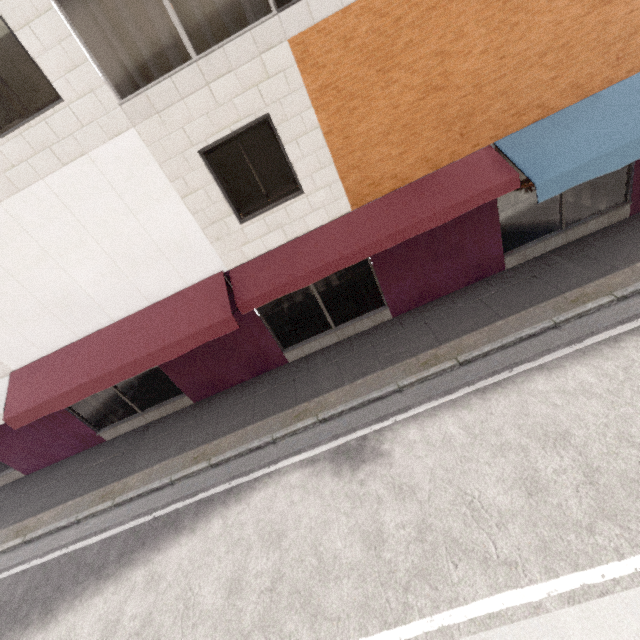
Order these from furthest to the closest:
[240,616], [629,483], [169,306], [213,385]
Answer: [213,385] < [169,306] < [240,616] < [629,483]
